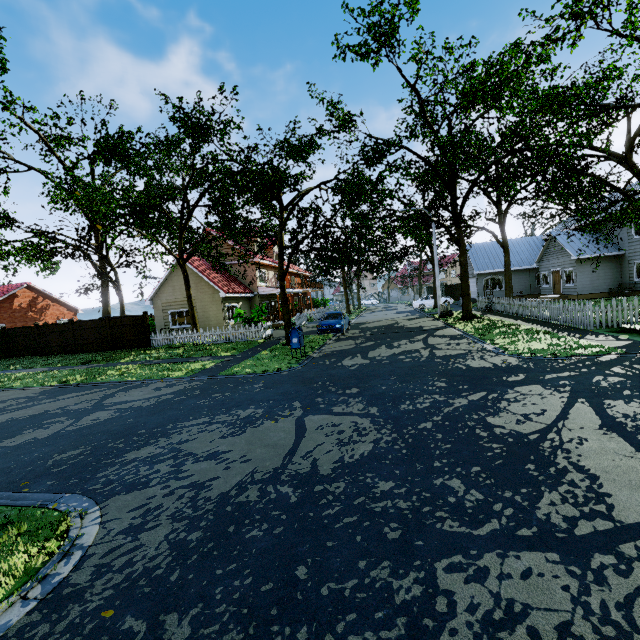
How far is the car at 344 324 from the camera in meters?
19.7

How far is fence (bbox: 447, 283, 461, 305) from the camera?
41.7m

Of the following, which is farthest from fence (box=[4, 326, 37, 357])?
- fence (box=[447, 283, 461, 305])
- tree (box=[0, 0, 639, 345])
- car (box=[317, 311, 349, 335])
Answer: car (box=[317, 311, 349, 335])

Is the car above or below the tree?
below

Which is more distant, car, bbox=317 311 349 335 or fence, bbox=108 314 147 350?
fence, bbox=108 314 147 350

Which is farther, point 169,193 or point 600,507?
point 169,193

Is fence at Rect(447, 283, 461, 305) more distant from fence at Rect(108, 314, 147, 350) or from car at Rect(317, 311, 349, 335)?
car at Rect(317, 311, 349, 335)

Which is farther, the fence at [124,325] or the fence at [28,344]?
the fence at [28,344]
